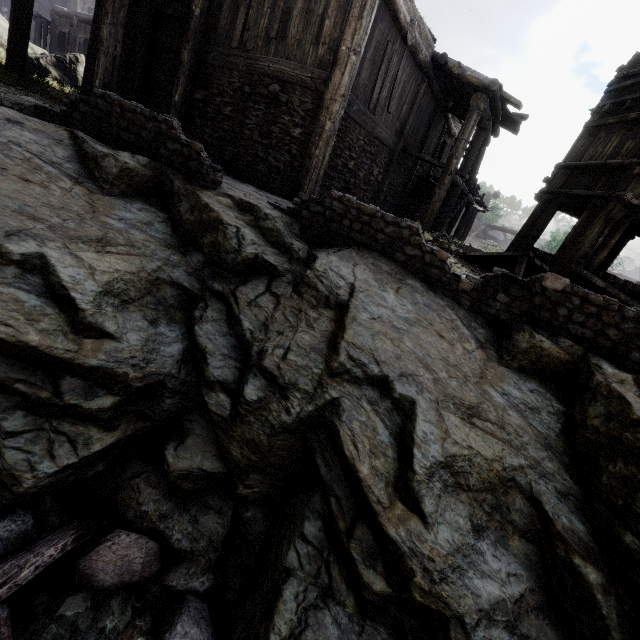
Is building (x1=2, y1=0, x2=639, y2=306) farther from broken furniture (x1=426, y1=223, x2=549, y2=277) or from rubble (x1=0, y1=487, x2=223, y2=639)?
rubble (x1=0, y1=487, x2=223, y2=639)

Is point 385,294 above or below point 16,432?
above

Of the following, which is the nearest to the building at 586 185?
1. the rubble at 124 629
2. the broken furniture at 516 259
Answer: the broken furniture at 516 259

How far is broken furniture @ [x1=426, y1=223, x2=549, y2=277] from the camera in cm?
773

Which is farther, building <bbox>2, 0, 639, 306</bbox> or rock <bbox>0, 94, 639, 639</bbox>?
building <bbox>2, 0, 639, 306</bbox>

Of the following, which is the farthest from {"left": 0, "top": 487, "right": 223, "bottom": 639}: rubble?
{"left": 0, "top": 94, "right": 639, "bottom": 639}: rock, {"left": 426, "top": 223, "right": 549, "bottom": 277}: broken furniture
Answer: {"left": 426, "top": 223, "right": 549, "bottom": 277}: broken furniture

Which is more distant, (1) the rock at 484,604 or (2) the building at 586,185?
(2) the building at 586,185

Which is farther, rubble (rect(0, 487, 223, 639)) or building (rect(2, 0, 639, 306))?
building (rect(2, 0, 639, 306))
